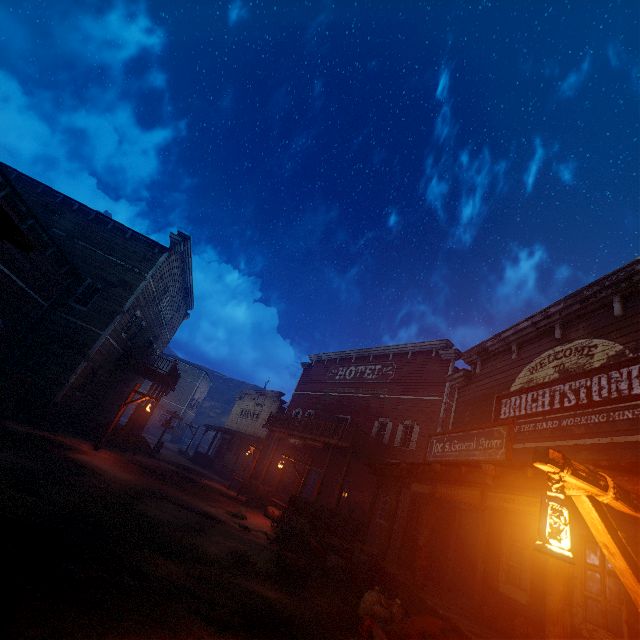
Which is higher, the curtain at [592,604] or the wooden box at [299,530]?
the curtain at [592,604]

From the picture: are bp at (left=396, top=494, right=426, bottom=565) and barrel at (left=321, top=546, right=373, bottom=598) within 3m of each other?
yes

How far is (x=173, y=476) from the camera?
17.1 meters

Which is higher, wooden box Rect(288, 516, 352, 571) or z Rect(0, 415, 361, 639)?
wooden box Rect(288, 516, 352, 571)

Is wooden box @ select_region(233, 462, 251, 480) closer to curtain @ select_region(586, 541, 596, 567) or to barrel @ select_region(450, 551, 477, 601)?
barrel @ select_region(450, 551, 477, 601)

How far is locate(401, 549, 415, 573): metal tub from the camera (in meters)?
9.91

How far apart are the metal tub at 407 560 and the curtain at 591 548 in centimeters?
502cm

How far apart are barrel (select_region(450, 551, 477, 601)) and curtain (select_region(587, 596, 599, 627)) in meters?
4.1
